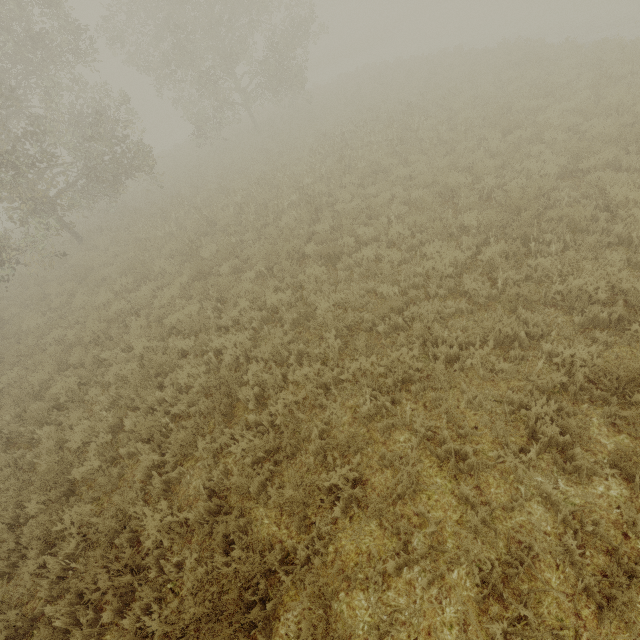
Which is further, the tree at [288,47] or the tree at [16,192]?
the tree at [288,47]

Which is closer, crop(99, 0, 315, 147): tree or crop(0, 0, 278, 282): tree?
crop(0, 0, 278, 282): tree

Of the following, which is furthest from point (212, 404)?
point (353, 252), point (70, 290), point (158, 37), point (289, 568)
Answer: point (158, 37)
